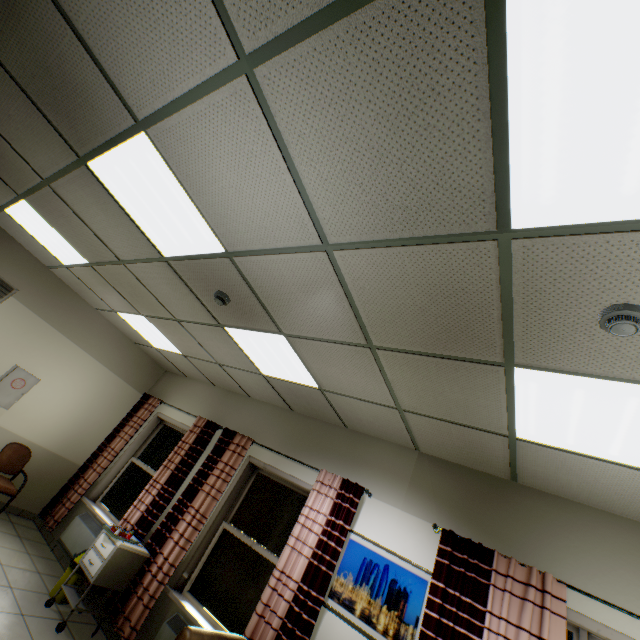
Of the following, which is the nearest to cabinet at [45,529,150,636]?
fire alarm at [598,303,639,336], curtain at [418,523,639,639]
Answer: curtain at [418,523,639,639]

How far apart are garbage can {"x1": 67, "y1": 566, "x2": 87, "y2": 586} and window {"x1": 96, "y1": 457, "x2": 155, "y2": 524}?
0.6 meters

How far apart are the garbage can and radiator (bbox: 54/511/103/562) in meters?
0.5

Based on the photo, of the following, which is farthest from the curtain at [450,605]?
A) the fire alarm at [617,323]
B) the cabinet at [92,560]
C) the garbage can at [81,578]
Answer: the garbage can at [81,578]

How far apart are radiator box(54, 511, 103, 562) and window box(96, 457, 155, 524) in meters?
0.1

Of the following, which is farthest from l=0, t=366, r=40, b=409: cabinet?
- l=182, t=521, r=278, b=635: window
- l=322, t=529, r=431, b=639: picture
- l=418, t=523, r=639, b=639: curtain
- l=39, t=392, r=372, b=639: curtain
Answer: l=418, t=523, r=639, b=639: curtain

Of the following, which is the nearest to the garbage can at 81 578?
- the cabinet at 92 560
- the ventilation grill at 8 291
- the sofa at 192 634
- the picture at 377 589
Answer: the cabinet at 92 560

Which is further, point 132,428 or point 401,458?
point 132,428
